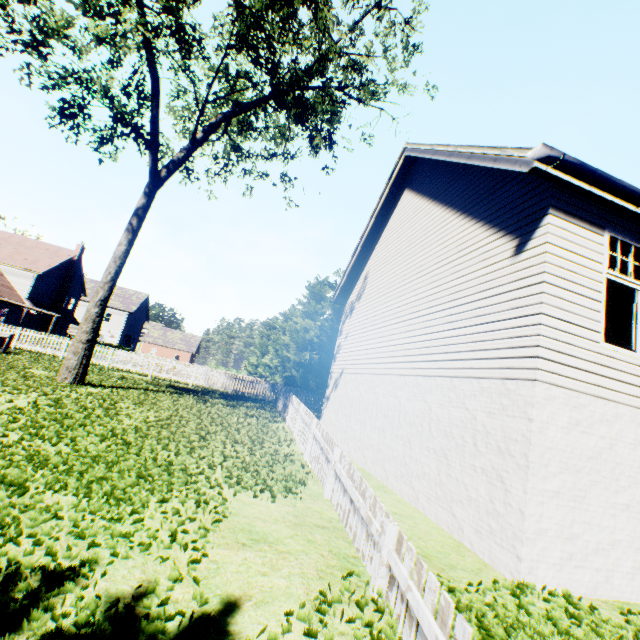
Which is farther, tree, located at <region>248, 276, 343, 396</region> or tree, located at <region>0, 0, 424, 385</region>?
tree, located at <region>248, 276, 343, 396</region>

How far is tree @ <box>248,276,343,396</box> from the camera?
26.22m

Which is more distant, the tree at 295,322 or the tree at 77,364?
the tree at 295,322

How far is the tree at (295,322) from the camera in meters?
A: 26.2

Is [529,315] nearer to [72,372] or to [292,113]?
[72,372]
